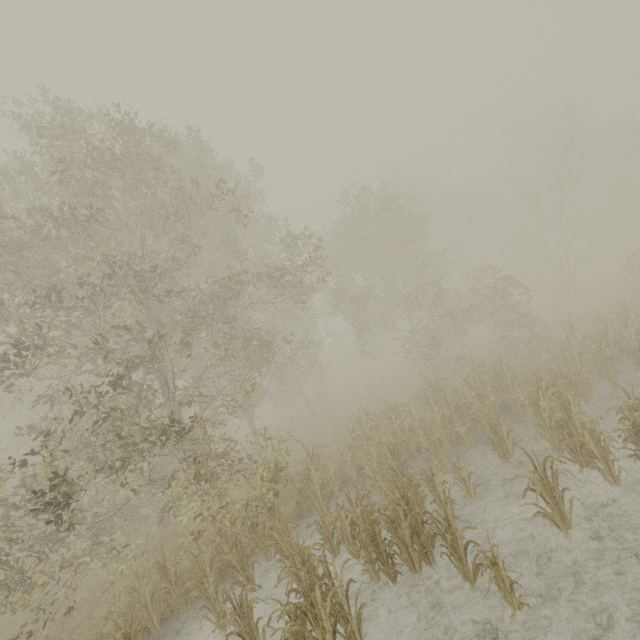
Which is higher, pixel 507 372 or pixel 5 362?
pixel 5 362
